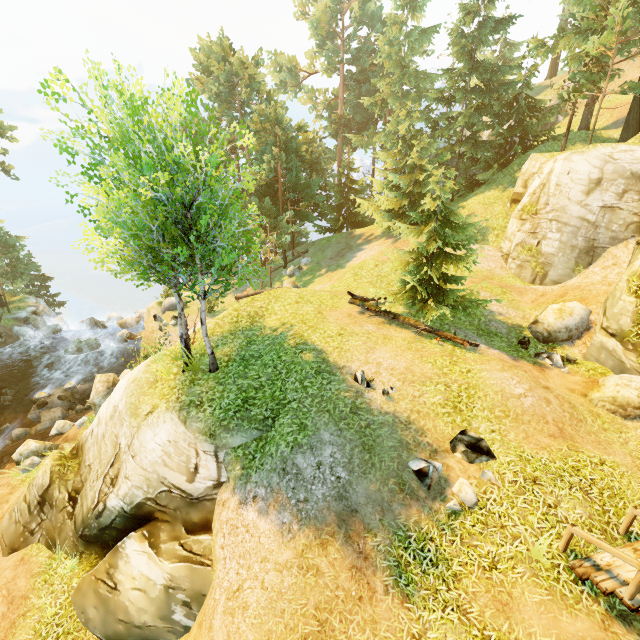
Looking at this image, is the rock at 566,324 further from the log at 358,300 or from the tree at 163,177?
the log at 358,300

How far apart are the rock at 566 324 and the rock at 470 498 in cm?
918

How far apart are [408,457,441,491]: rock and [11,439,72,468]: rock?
16.64m

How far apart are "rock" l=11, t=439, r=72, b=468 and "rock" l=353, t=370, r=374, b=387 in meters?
15.1

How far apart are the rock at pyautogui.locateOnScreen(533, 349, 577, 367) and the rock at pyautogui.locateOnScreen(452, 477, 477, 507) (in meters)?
7.44

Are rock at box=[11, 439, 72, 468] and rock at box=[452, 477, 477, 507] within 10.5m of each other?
no

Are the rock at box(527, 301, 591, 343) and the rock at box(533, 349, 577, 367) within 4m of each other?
yes

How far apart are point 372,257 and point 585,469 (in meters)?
17.54
